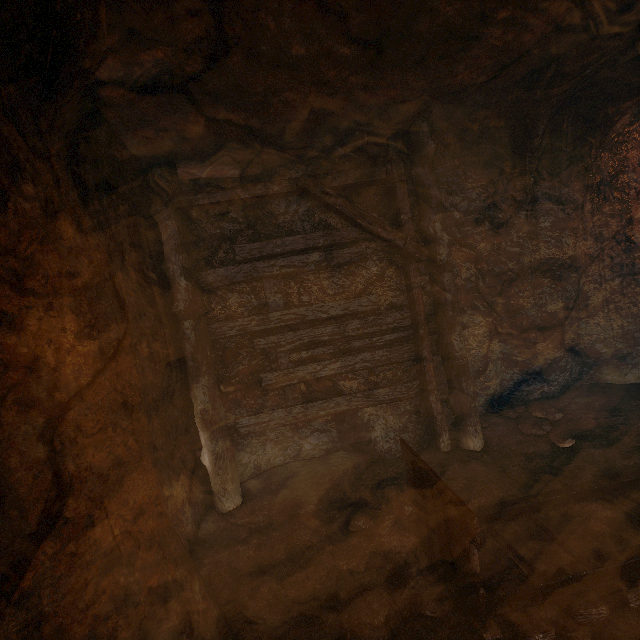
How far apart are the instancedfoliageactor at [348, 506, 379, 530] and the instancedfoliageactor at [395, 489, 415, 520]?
0.2 meters

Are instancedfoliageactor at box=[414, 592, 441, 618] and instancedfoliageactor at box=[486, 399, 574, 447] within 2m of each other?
no

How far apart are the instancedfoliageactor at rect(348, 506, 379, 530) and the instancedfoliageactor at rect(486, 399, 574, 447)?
2.70m

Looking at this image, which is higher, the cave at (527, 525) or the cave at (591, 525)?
the cave at (591, 525)

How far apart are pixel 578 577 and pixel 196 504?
3.78m

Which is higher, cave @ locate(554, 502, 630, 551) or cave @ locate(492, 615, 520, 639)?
cave @ locate(554, 502, 630, 551)

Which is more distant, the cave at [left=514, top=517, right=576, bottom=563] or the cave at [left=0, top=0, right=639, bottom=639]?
the cave at [left=514, top=517, right=576, bottom=563]

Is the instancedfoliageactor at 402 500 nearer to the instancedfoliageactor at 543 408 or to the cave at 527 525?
the cave at 527 525
